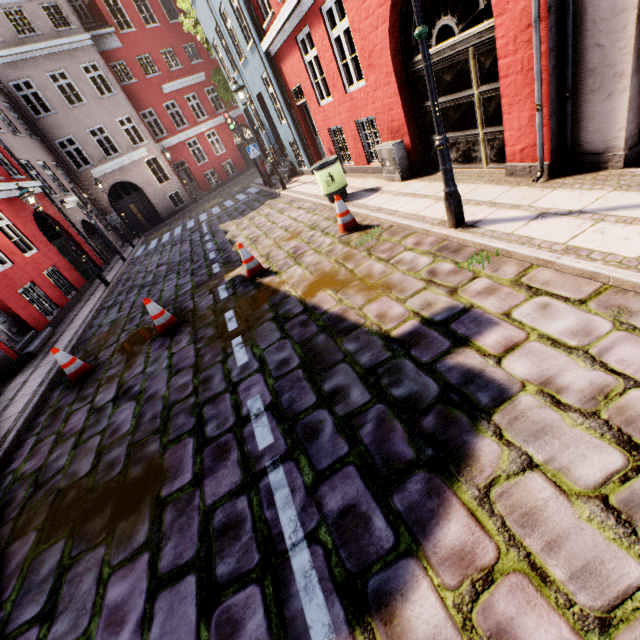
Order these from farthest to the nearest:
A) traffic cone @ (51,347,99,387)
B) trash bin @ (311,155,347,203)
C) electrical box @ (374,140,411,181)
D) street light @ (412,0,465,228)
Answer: trash bin @ (311,155,347,203) < electrical box @ (374,140,411,181) < traffic cone @ (51,347,99,387) < street light @ (412,0,465,228)

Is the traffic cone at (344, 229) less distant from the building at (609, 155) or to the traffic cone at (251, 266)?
the traffic cone at (251, 266)

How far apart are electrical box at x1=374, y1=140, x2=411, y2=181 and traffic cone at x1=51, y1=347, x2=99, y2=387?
7.7 meters

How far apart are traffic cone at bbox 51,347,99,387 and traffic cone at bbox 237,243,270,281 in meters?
3.3

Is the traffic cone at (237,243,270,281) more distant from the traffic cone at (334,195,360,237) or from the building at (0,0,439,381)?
the building at (0,0,439,381)

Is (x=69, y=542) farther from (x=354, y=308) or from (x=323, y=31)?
(x=323, y=31)

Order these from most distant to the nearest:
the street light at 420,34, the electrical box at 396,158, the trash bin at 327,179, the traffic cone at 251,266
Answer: the trash bin at 327,179
the electrical box at 396,158
the traffic cone at 251,266
the street light at 420,34

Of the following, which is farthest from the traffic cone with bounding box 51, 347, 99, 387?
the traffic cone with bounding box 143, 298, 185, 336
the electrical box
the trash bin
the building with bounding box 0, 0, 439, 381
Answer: the electrical box
